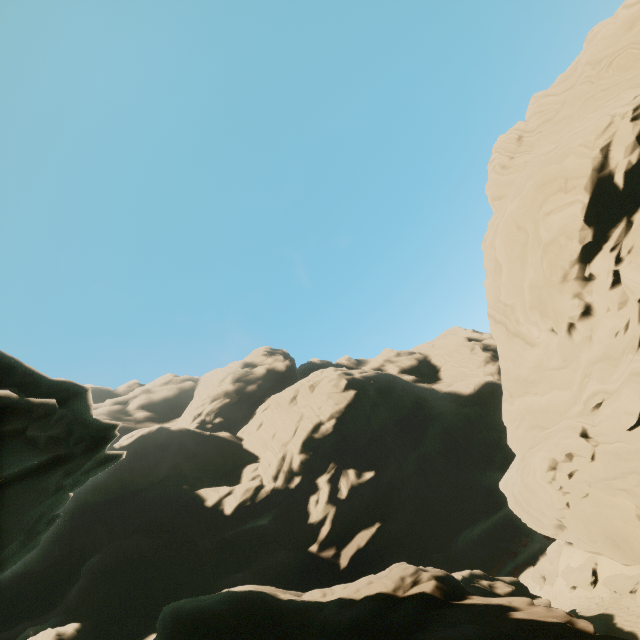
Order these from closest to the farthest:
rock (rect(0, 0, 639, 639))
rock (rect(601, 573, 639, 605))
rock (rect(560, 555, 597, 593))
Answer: rock (rect(0, 0, 639, 639)), rock (rect(601, 573, 639, 605)), rock (rect(560, 555, 597, 593))

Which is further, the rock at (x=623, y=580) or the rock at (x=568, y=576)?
the rock at (x=568, y=576)

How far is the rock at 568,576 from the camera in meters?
19.1

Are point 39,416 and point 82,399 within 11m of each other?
yes

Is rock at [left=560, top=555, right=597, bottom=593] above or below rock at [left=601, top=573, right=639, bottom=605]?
above

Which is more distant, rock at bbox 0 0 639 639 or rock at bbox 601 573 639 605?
rock at bbox 601 573 639 605
